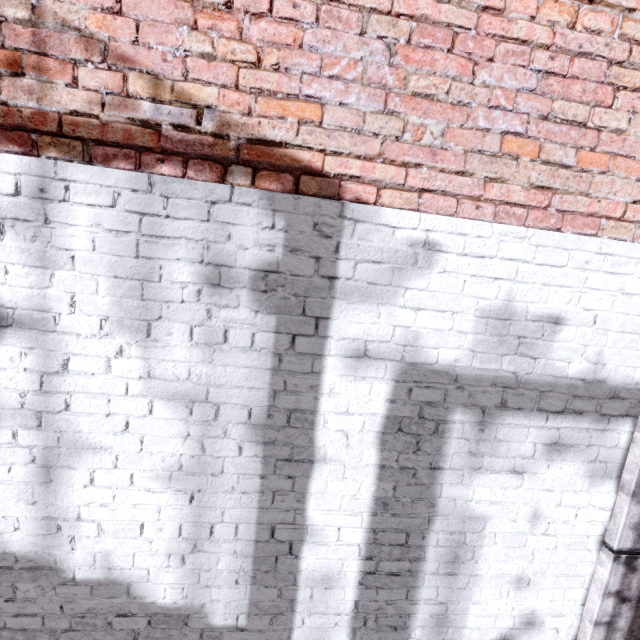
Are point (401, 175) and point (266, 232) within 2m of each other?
yes
